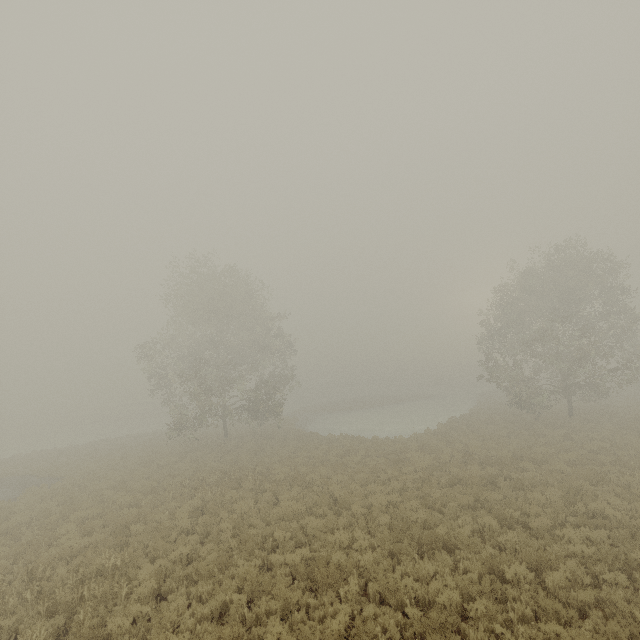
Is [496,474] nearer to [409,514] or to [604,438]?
[409,514]
